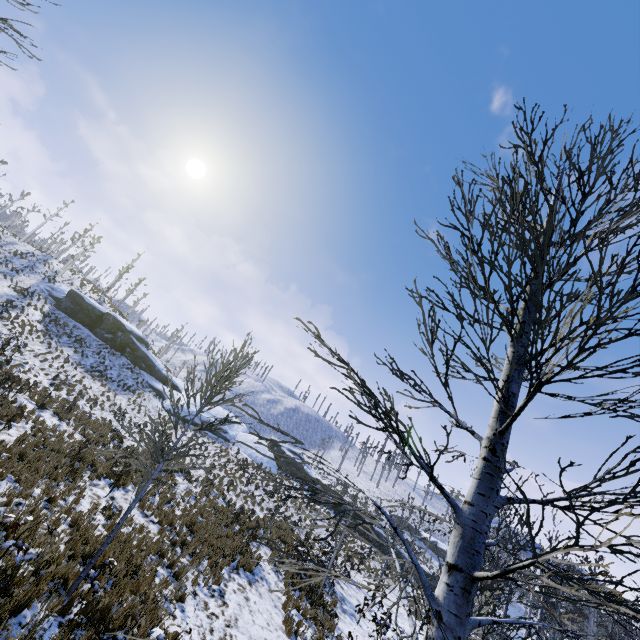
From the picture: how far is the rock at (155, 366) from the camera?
34.22m

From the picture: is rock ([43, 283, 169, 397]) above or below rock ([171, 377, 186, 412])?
above

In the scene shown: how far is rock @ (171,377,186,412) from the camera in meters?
33.9 m

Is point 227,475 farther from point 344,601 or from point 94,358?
point 94,358
